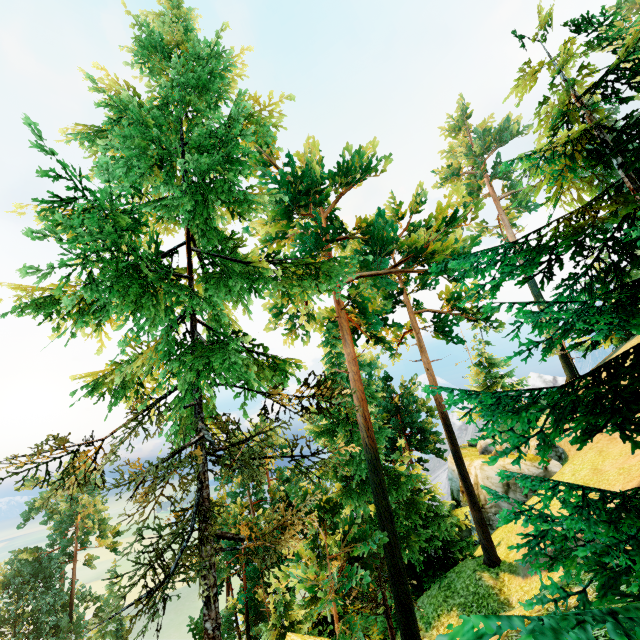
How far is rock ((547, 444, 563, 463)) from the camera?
23.97m

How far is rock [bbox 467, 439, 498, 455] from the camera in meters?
26.6 m

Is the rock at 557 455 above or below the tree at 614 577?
below

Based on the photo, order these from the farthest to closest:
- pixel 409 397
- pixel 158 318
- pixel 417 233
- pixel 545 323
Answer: pixel 409 397 → pixel 417 233 → pixel 158 318 → pixel 545 323

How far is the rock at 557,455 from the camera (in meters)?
23.97

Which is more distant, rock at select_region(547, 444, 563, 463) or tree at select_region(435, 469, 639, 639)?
rock at select_region(547, 444, 563, 463)

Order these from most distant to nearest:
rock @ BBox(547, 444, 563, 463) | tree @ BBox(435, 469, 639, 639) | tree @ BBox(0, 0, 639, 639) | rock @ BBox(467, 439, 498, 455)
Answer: rock @ BBox(467, 439, 498, 455) → rock @ BBox(547, 444, 563, 463) → tree @ BBox(0, 0, 639, 639) → tree @ BBox(435, 469, 639, 639)
